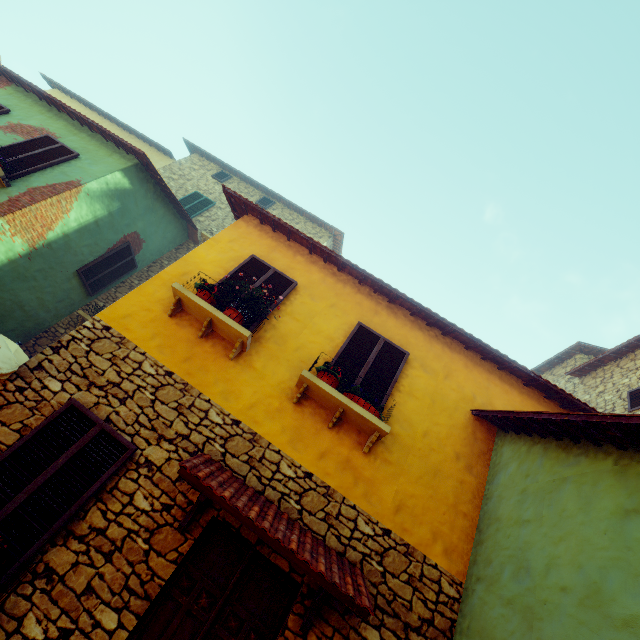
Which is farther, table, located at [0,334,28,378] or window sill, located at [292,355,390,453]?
window sill, located at [292,355,390,453]

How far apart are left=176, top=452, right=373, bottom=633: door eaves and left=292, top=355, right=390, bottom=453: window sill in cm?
123

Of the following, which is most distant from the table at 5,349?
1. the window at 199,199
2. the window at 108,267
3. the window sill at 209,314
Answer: the window at 199,199

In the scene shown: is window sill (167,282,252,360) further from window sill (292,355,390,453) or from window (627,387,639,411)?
window sill (292,355,390,453)

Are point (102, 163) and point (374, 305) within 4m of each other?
no

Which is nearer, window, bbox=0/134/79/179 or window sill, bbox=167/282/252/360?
window sill, bbox=167/282/252/360

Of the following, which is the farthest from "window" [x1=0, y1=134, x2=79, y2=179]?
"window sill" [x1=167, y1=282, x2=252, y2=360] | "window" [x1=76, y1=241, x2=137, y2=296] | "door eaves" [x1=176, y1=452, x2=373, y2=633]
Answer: "window" [x1=76, y1=241, x2=137, y2=296]

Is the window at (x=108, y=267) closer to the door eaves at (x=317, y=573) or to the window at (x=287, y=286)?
the window at (x=287, y=286)
